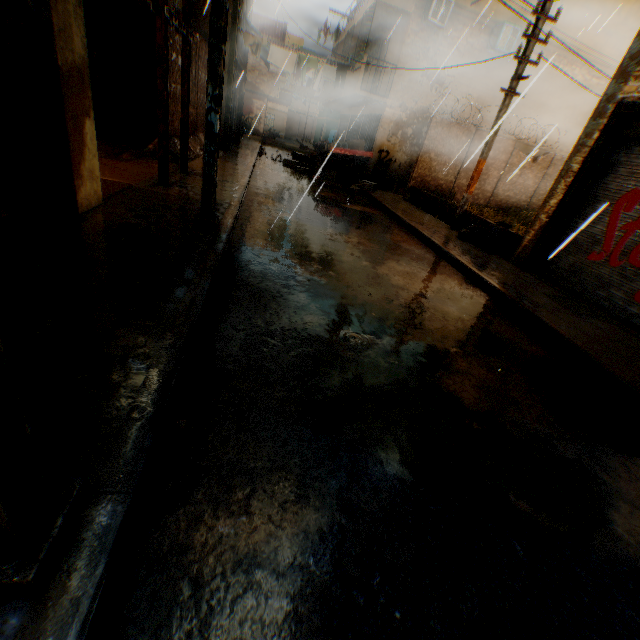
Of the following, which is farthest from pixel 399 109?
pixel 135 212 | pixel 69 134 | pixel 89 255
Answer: pixel 89 255

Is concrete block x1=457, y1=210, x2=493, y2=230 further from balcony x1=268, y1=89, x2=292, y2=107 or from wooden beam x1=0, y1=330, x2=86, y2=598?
balcony x1=268, y1=89, x2=292, y2=107

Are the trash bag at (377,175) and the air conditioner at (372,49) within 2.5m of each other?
no

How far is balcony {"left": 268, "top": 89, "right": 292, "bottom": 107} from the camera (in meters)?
29.11

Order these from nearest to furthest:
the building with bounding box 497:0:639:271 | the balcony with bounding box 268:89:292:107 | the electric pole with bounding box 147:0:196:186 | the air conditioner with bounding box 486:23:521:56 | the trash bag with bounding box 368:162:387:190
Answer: the electric pole with bounding box 147:0:196:186
the building with bounding box 497:0:639:271
the air conditioner with bounding box 486:23:521:56
the trash bag with bounding box 368:162:387:190
the balcony with bounding box 268:89:292:107

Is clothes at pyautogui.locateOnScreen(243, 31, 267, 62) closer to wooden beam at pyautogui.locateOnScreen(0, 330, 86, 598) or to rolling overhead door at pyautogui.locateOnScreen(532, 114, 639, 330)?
rolling overhead door at pyautogui.locateOnScreen(532, 114, 639, 330)

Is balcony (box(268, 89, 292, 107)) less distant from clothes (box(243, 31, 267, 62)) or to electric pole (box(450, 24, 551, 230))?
electric pole (box(450, 24, 551, 230))

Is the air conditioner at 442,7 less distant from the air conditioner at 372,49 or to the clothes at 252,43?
the clothes at 252,43
